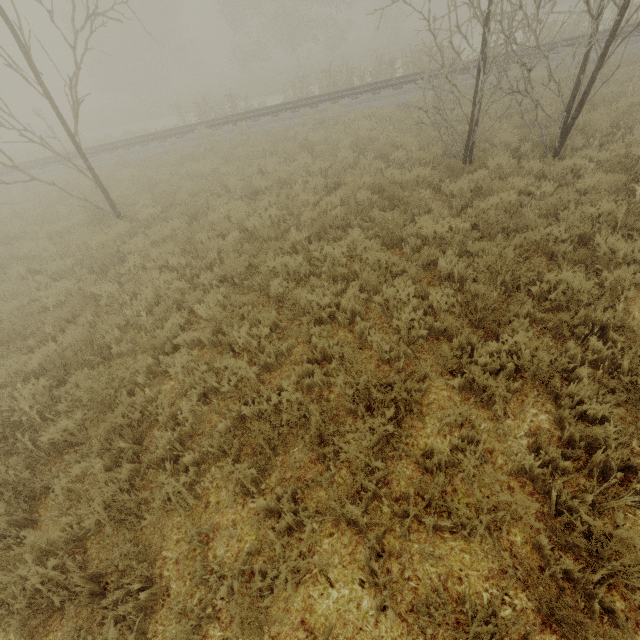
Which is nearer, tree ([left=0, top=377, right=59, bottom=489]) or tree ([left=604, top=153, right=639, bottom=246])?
tree ([left=0, top=377, right=59, bottom=489])

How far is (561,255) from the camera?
5.2m

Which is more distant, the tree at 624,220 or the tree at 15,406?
the tree at 624,220
